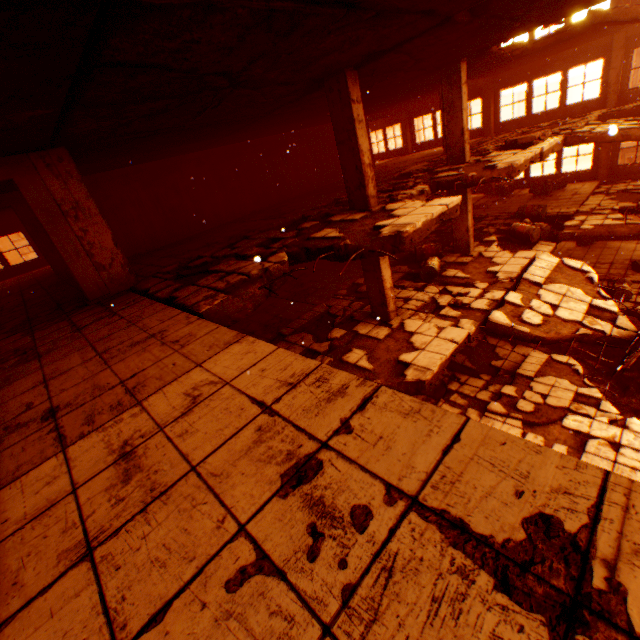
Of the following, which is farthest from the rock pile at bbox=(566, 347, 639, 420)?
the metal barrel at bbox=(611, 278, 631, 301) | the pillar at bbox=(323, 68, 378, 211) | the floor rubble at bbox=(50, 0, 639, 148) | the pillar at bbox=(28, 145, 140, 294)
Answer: the pillar at bbox=(323, 68, 378, 211)

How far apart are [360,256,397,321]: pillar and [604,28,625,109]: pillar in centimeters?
1450cm

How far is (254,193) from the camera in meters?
13.8

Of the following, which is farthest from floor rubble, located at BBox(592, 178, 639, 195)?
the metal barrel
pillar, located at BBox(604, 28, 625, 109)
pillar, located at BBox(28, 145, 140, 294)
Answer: pillar, located at BBox(604, 28, 625, 109)

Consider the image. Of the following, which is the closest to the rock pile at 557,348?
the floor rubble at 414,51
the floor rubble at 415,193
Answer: the floor rubble at 414,51

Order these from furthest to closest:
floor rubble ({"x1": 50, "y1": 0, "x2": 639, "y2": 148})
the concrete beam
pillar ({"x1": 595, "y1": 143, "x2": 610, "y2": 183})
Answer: the concrete beam → pillar ({"x1": 595, "y1": 143, "x2": 610, "y2": 183}) → floor rubble ({"x1": 50, "y1": 0, "x2": 639, "y2": 148})

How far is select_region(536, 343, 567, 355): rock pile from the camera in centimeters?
1345cm

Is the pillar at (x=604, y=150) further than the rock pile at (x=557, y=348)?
Yes
